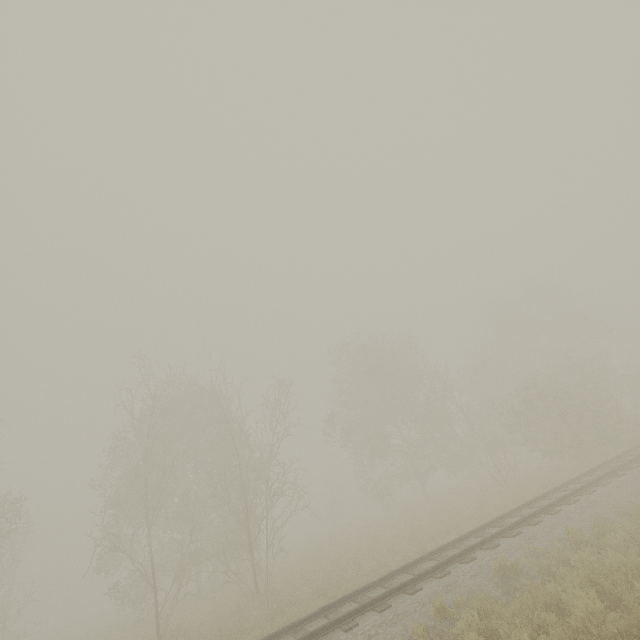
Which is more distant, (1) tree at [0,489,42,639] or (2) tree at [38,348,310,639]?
(1) tree at [0,489,42,639]

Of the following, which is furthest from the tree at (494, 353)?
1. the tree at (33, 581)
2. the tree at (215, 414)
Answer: the tree at (33, 581)

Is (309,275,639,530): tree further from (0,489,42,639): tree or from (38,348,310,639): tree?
(0,489,42,639): tree

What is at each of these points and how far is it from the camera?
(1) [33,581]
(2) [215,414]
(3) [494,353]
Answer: (1) tree, 25.2m
(2) tree, 31.1m
(3) tree, 36.6m

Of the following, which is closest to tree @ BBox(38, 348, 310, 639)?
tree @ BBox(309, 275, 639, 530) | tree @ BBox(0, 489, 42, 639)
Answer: tree @ BBox(309, 275, 639, 530)
